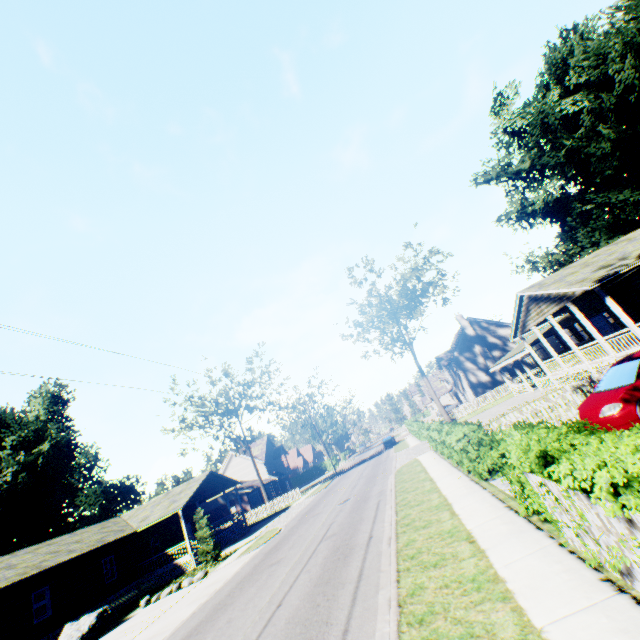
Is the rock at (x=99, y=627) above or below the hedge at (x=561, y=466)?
below

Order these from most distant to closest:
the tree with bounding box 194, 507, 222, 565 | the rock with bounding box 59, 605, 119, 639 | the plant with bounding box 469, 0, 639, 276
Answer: the plant with bounding box 469, 0, 639, 276
the tree with bounding box 194, 507, 222, 565
the rock with bounding box 59, 605, 119, 639

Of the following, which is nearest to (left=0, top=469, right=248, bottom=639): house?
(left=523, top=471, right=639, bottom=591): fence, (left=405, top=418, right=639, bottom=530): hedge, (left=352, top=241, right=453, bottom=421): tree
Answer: (left=523, top=471, right=639, bottom=591): fence

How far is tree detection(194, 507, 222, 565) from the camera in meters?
22.0

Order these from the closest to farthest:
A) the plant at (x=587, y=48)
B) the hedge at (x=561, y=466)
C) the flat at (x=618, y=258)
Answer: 1. the hedge at (x=561, y=466)
2. the flat at (x=618, y=258)
3. the plant at (x=587, y=48)

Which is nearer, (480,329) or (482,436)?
(482,436)

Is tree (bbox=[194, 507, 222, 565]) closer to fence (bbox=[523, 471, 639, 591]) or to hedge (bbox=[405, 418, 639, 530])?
fence (bbox=[523, 471, 639, 591])

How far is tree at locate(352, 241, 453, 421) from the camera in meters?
36.3 m
